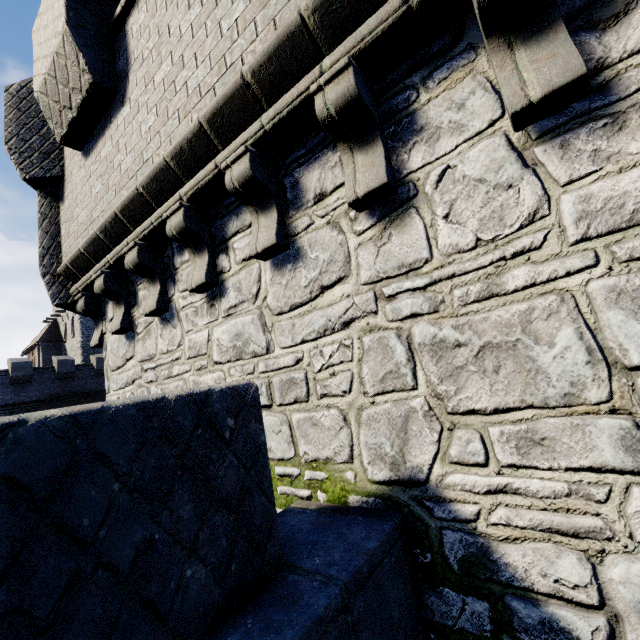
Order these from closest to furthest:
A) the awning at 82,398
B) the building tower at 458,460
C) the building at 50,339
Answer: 1. the building tower at 458,460
2. the awning at 82,398
3. the building at 50,339

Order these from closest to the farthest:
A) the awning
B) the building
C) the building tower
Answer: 1. the building tower
2. the awning
3. the building

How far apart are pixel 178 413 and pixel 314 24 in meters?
2.6

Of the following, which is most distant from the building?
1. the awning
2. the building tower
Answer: the building tower

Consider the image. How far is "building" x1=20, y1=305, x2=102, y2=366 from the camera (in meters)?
36.28

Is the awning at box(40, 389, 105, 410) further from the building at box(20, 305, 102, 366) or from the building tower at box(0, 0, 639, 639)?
the building tower at box(0, 0, 639, 639)

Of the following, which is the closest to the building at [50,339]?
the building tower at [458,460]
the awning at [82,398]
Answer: the awning at [82,398]
